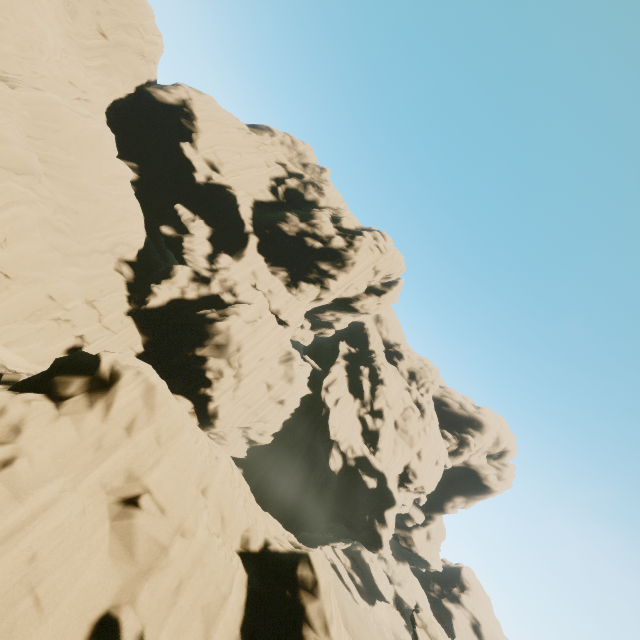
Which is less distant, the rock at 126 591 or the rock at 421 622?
the rock at 126 591

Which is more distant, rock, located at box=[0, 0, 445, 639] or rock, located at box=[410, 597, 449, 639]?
rock, located at box=[410, 597, 449, 639]

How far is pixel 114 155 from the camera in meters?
30.0 m
